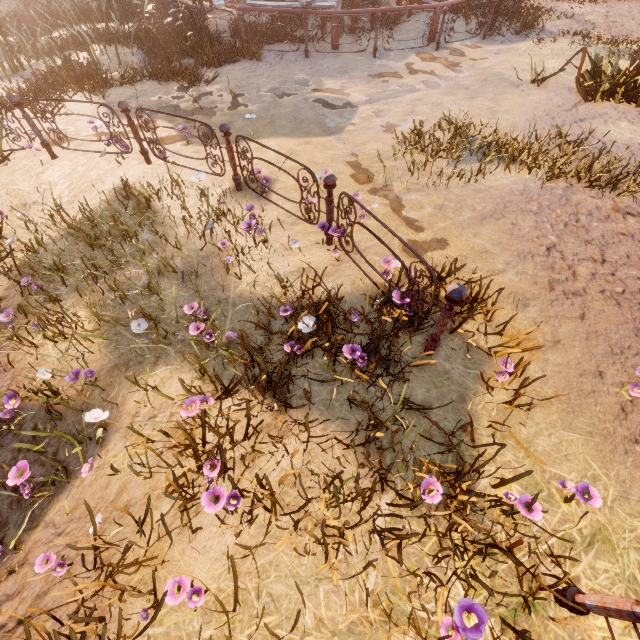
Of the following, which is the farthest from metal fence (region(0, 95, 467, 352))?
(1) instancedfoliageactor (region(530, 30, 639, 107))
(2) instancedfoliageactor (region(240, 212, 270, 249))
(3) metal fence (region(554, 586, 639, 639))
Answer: (1) instancedfoliageactor (region(530, 30, 639, 107))

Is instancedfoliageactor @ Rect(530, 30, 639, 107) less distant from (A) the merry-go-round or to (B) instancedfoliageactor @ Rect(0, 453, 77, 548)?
(A) the merry-go-round

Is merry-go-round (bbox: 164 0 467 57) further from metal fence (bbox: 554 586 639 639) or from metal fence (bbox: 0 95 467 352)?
metal fence (bbox: 554 586 639 639)

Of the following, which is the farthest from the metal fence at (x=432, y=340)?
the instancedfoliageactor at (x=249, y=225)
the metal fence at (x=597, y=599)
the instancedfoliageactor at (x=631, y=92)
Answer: the instancedfoliageactor at (x=631, y=92)

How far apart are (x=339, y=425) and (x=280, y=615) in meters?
1.3 m

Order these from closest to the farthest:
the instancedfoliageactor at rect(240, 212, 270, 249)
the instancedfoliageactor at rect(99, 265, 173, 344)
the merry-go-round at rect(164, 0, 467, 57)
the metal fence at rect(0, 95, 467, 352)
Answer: the metal fence at rect(0, 95, 467, 352)
the instancedfoliageactor at rect(99, 265, 173, 344)
the instancedfoliageactor at rect(240, 212, 270, 249)
the merry-go-round at rect(164, 0, 467, 57)

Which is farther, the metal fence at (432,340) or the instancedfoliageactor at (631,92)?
the instancedfoliageactor at (631,92)

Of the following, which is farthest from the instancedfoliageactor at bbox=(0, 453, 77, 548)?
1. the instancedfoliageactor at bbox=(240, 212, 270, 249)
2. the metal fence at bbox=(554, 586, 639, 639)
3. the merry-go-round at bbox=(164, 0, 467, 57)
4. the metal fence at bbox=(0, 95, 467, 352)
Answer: the merry-go-round at bbox=(164, 0, 467, 57)
